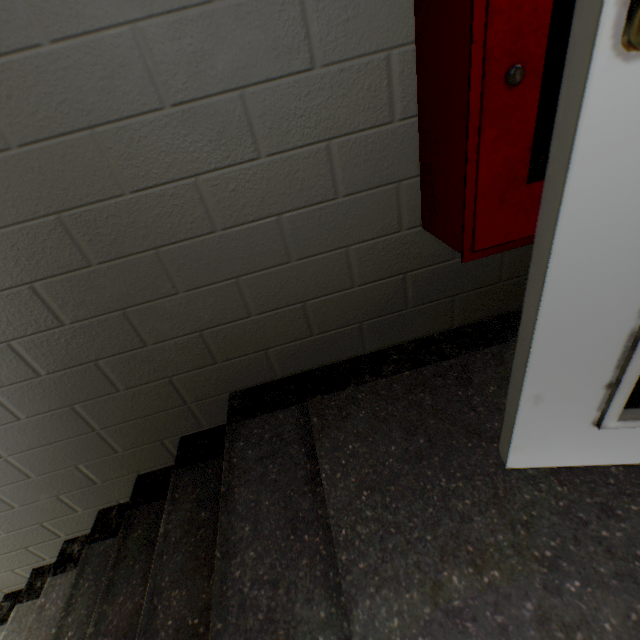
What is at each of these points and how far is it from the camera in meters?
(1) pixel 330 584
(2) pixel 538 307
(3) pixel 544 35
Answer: (1) stairs, 0.8 m
(2) door, 0.6 m
(3) cabinet, 0.6 m

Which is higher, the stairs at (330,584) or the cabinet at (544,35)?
the cabinet at (544,35)

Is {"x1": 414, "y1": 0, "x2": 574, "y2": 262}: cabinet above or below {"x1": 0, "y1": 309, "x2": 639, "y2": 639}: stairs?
above

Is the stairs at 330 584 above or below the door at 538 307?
below

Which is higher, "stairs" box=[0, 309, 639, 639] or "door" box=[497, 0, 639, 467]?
"door" box=[497, 0, 639, 467]
